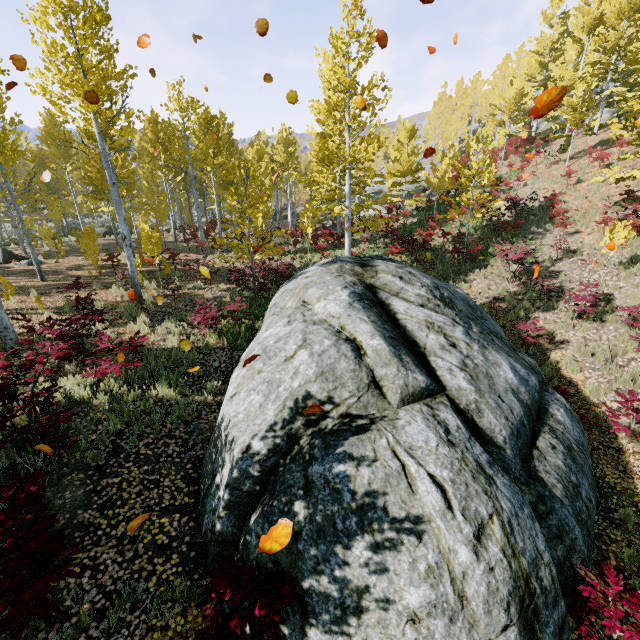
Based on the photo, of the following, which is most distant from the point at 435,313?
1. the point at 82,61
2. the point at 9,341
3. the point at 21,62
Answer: the point at 82,61

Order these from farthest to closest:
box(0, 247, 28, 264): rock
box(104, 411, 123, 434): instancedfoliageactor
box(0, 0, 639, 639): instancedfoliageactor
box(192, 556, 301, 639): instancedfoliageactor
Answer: box(0, 247, 28, 264): rock < box(104, 411, 123, 434): instancedfoliageactor < box(0, 0, 639, 639): instancedfoliageactor < box(192, 556, 301, 639): instancedfoliageactor

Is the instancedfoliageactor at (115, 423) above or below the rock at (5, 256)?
below

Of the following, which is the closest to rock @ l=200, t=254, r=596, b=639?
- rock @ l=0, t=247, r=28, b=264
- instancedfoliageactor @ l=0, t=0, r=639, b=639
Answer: instancedfoliageactor @ l=0, t=0, r=639, b=639

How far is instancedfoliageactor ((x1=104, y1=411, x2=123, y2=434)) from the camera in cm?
598

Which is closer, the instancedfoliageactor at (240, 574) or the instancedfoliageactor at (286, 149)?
the instancedfoliageactor at (240, 574)

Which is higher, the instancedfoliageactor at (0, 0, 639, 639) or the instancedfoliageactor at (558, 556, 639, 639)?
the instancedfoliageactor at (0, 0, 639, 639)

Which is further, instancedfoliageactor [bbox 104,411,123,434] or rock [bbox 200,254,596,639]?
instancedfoliageactor [bbox 104,411,123,434]
